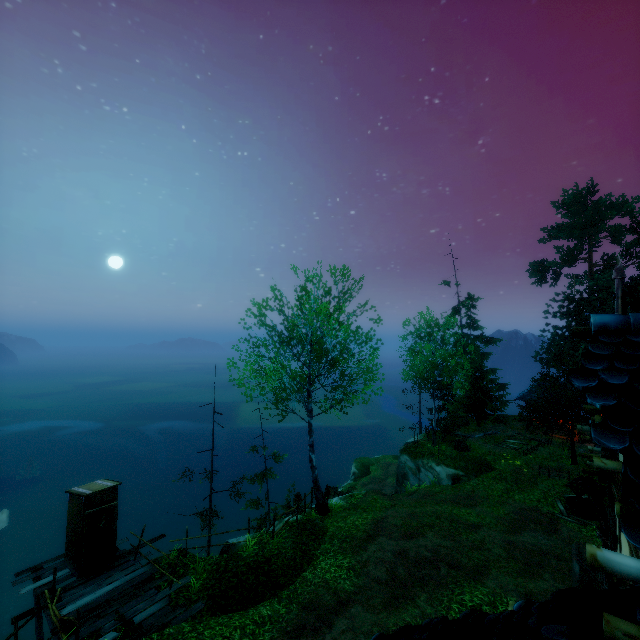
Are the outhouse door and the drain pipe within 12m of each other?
no

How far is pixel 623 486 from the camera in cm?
180

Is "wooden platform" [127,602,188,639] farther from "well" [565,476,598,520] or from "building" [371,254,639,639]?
"well" [565,476,598,520]

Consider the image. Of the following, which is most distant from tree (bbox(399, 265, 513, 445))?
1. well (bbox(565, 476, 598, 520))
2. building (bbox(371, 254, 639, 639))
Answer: building (bbox(371, 254, 639, 639))

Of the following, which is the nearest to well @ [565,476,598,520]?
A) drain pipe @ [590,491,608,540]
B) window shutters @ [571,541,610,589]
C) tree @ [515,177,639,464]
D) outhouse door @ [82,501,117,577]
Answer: tree @ [515,177,639,464]

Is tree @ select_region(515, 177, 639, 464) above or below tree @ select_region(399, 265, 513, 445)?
above

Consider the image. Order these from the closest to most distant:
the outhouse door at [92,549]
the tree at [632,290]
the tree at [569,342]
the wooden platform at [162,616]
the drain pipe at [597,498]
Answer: the drain pipe at [597,498] → the wooden platform at [162,616] → the outhouse door at [92,549] → the tree at [569,342] → the tree at [632,290]

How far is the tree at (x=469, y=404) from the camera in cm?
2398
